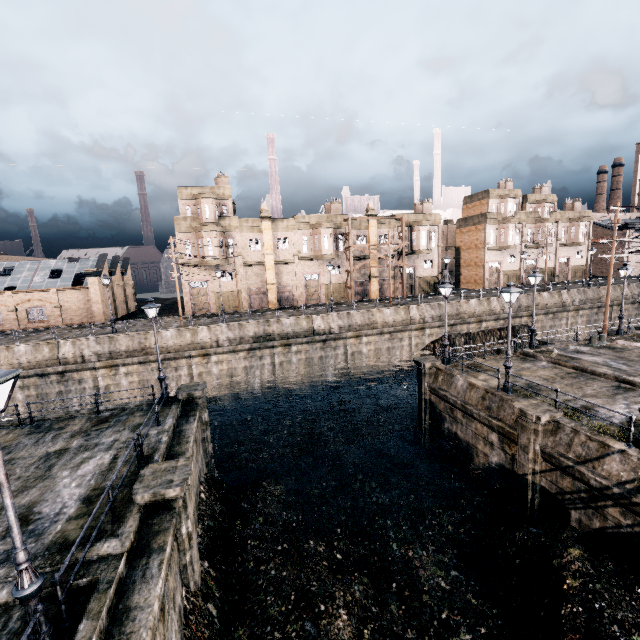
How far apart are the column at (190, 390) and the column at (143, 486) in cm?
691

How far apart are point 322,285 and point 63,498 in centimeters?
3849cm

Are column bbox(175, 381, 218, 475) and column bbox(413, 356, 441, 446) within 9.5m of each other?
no

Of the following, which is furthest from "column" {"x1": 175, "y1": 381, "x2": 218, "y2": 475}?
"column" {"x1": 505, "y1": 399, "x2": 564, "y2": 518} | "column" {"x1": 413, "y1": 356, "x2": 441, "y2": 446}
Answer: "column" {"x1": 505, "y1": 399, "x2": 564, "y2": 518}

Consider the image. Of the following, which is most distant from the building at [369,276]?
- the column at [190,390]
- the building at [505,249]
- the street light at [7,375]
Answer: the street light at [7,375]

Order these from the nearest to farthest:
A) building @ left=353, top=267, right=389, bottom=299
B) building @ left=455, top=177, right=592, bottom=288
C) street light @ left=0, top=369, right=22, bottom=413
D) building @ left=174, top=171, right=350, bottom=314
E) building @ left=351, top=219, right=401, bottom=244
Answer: street light @ left=0, top=369, right=22, bottom=413 < building @ left=174, top=171, right=350, bottom=314 < building @ left=351, top=219, right=401, bottom=244 < building @ left=353, top=267, right=389, bottom=299 < building @ left=455, top=177, right=592, bottom=288

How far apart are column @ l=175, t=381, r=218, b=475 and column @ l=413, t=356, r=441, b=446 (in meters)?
14.01

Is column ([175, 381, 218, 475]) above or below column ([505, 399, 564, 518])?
above
